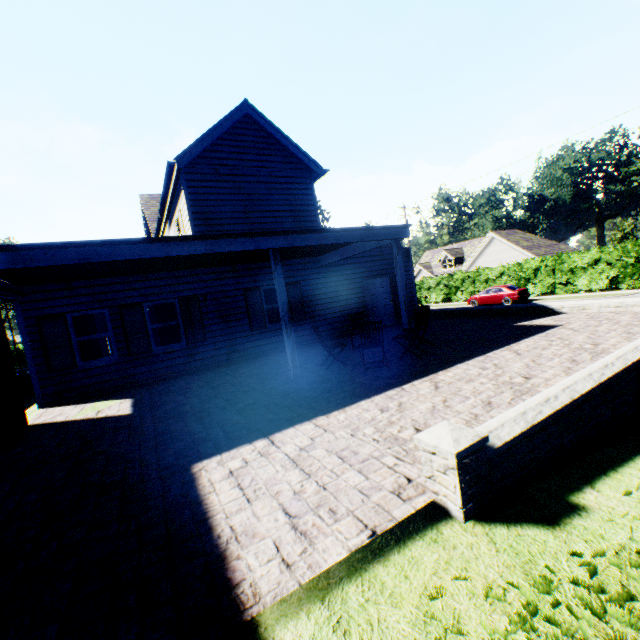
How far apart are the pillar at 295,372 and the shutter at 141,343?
5.33m

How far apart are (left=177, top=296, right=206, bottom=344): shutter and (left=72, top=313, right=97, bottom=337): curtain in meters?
2.4 m

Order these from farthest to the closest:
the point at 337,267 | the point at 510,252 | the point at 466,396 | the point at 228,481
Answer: the point at 510,252 < the point at 337,267 < the point at 466,396 < the point at 228,481

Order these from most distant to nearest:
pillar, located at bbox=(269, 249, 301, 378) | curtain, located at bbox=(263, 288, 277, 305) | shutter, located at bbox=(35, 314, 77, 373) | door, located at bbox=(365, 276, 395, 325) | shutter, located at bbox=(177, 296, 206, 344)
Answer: door, located at bbox=(365, 276, 395, 325), curtain, located at bbox=(263, 288, 277, 305), shutter, located at bbox=(177, 296, 206, 344), shutter, located at bbox=(35, 314, 77, 373), pillar, located at bbox=(269, 249, 301, 378)

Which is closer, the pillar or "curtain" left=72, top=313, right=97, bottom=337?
the pillar

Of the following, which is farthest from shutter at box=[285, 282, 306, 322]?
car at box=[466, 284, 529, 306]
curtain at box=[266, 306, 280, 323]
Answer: car at box=[466, 284, 529, 306]

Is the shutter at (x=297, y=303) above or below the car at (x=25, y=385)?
above

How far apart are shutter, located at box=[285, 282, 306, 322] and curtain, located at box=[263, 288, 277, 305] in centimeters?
28cm
